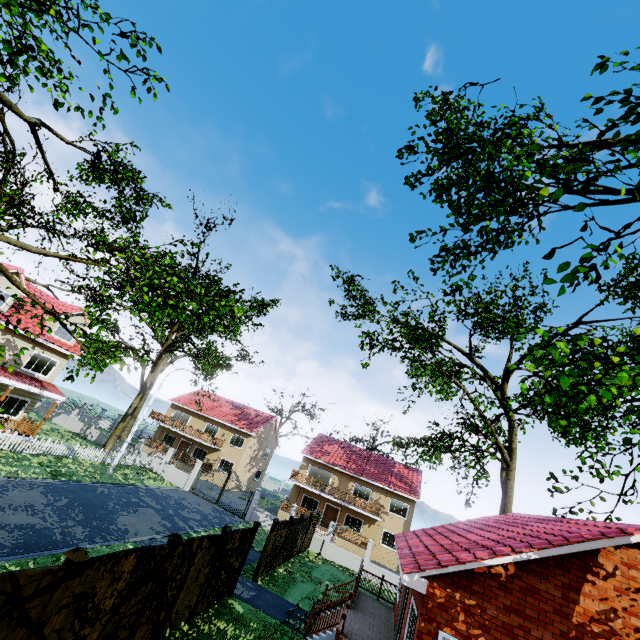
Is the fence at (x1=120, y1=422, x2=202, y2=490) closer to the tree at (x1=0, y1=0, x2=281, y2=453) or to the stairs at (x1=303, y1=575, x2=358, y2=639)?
the tree at (x1=0, y1=0, x2=281, y2=453)

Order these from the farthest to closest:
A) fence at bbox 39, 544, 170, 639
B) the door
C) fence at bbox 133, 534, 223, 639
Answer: the door → fence at bbox 133, 534, 223, 639 → fence at bbox 39, 544, 170, 639

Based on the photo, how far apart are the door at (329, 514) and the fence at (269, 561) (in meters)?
18.65

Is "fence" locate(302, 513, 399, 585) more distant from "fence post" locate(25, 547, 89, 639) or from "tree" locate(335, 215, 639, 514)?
"tree" locate(335, 215, 639, 514)

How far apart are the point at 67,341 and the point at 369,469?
31.6m

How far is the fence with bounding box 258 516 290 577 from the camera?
15.66m

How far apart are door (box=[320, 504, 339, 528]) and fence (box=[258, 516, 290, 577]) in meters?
18.6

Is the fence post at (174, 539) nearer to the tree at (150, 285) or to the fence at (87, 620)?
the fence at (87, 620)
